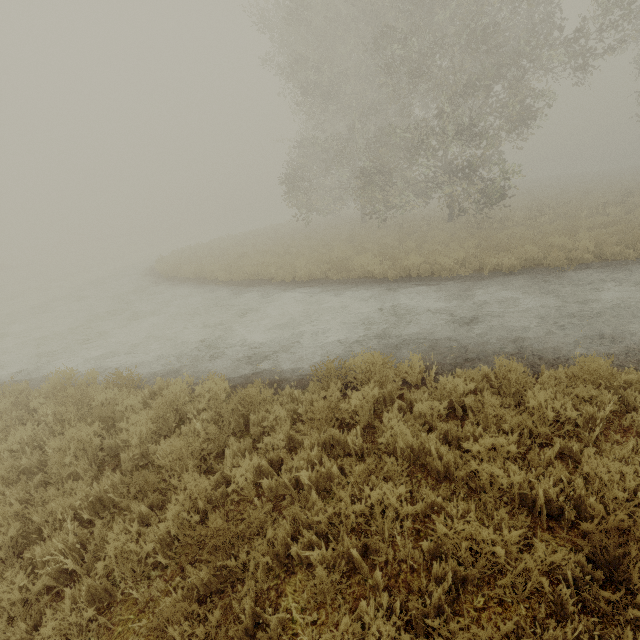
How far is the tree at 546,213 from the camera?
14.6m

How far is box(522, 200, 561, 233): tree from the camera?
14.6 meters

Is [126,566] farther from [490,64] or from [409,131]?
[409,131]
